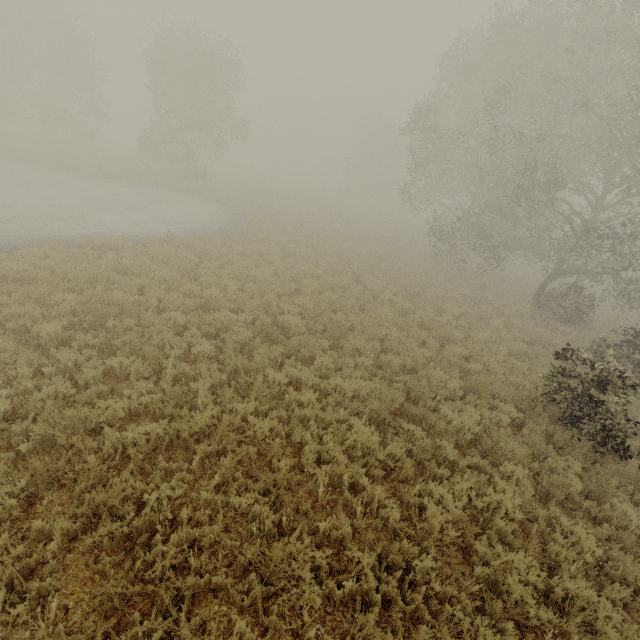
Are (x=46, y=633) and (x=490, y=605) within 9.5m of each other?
yes
